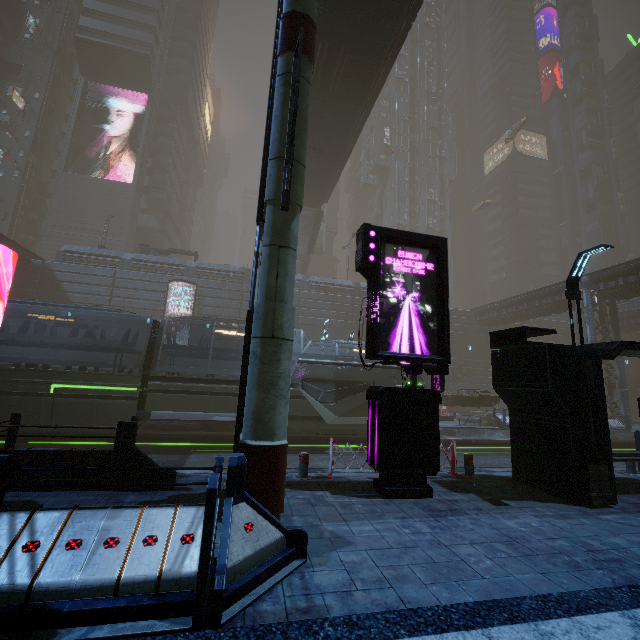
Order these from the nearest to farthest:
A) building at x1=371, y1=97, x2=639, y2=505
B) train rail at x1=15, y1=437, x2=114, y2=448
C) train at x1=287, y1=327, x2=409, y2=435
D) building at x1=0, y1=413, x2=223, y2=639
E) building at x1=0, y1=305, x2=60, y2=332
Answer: building at x1=0, y1=413, x2=223, y2=639
building at x1=371, y1=97, x2=639, y2=505
train rail at x1=15, y1=437, x2=114, y2=448
train at x1=287, y1=327, x2=409, y2=435
building at x1=0, y1=305, x2=60, y2=332

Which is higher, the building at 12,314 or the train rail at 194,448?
the building at 12,314

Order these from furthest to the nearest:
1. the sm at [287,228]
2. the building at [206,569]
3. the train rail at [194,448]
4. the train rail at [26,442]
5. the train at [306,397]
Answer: the train at [306,397], the train rail at [26,442], the train rail at [194,448], the sm at [287,228], the building at [206,569]

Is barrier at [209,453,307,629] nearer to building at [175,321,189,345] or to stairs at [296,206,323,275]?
building at [175,321,189,345]

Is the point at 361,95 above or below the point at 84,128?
below

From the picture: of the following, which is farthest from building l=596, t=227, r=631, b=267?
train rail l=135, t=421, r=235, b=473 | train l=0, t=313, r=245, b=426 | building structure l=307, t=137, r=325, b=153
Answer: building structure l=307, t=137, r=325, b=153

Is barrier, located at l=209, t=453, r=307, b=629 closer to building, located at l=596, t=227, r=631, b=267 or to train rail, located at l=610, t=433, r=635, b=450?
building, located at l=596, t=227, r=631, b=267

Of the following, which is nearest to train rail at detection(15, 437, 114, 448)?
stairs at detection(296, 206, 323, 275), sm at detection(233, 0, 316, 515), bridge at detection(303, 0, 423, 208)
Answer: sm at detection(233, 0, 316, 515)
